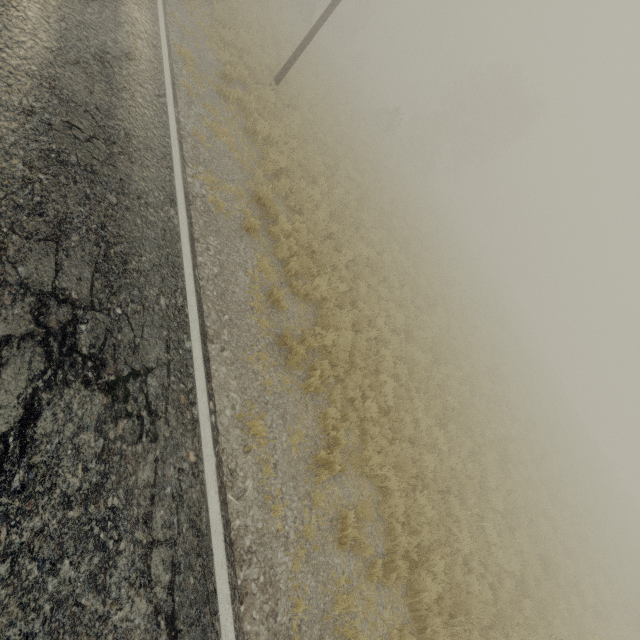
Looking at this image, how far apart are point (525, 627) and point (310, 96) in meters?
22.9
